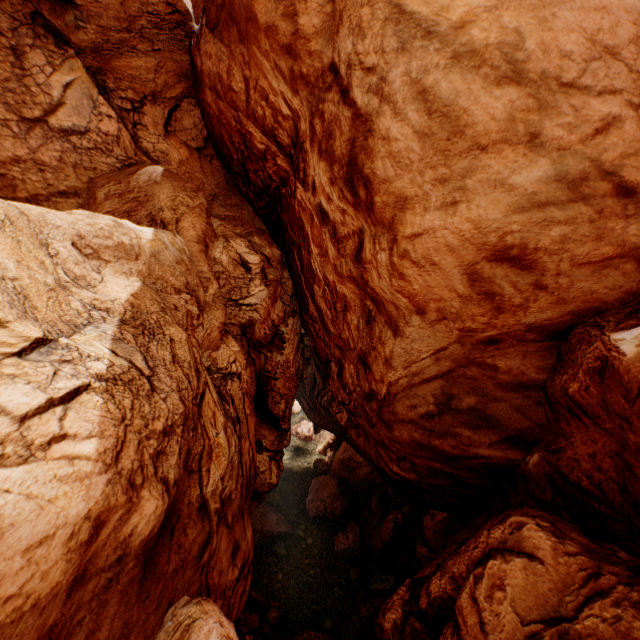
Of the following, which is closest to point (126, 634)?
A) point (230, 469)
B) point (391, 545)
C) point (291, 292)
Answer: point (230, 469)
